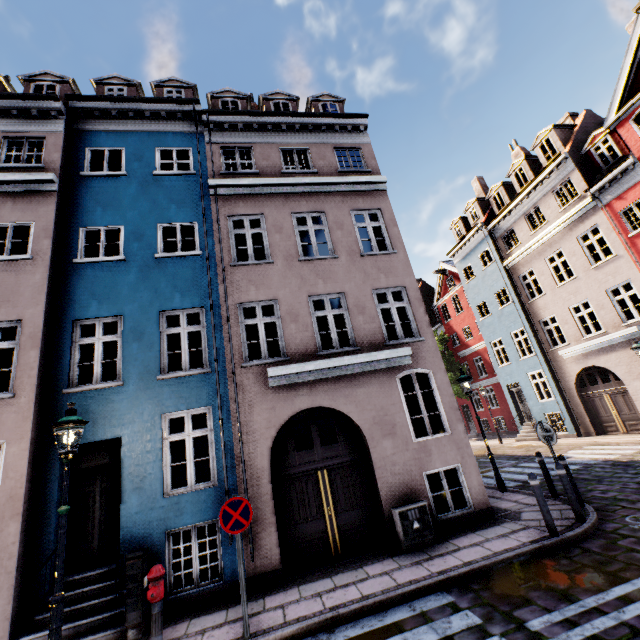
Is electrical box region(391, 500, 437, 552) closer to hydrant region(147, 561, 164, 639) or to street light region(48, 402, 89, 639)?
hydrant region(147, 561, 164, 639)

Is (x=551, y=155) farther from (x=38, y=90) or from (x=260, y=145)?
(x=38, y=90)

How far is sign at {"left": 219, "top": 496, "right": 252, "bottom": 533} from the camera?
5.3m

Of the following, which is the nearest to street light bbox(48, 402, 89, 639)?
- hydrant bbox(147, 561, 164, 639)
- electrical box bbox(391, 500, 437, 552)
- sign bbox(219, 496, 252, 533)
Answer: hydrant bbox(147, 561, 164, 639)

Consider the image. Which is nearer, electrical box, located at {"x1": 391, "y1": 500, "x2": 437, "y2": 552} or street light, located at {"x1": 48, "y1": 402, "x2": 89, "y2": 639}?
street light, located at {"x1": 48, "y1": 402, "x2": 89, "y2": 639}

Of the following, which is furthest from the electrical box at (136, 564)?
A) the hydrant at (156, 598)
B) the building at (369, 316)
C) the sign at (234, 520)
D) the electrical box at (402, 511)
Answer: the electrical box at (402, 511)

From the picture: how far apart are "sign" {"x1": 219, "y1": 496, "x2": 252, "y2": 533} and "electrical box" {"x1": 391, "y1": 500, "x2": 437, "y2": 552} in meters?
3.4

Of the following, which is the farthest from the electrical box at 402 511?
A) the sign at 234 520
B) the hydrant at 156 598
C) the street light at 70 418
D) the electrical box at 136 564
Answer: the street light at 70 418
